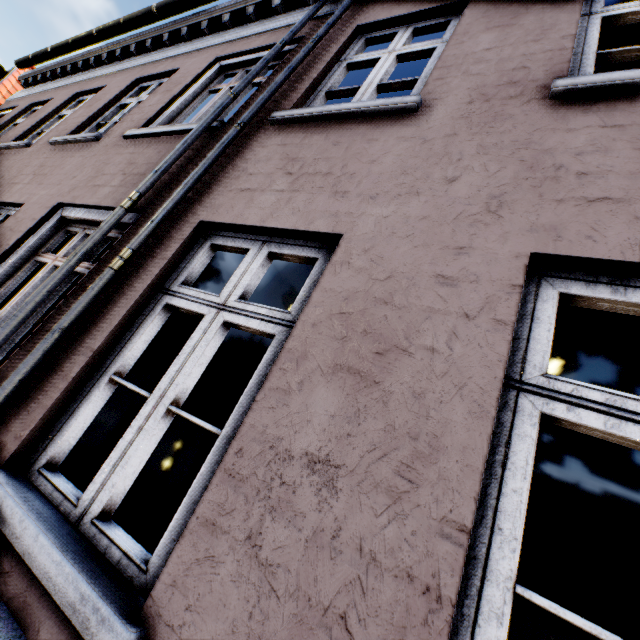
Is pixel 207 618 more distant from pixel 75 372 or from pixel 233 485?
pixel 75 372
